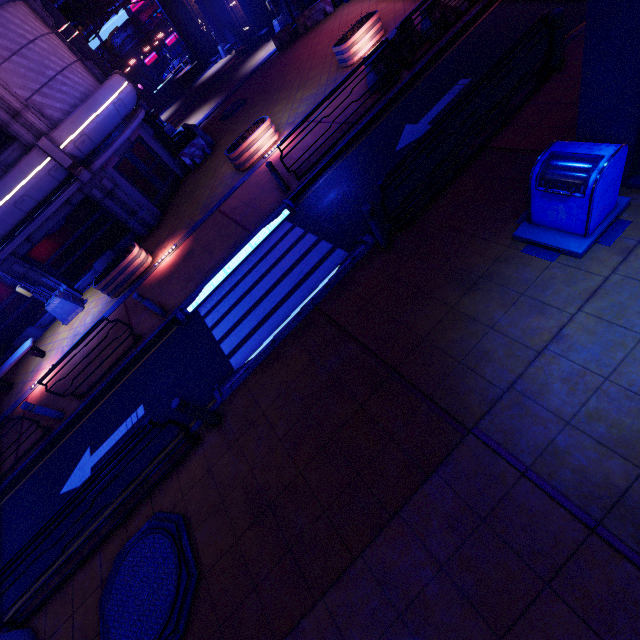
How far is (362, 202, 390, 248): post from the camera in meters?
6.0 m

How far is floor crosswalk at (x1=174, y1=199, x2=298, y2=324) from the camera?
9.62m

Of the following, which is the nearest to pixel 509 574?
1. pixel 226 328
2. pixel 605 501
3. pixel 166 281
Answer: pixel 605 501

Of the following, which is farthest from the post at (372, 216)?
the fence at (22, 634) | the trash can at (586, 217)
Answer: the fence at (22, 634)

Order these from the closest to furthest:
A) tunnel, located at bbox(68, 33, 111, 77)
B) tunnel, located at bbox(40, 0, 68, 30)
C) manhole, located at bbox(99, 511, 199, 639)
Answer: manhole, located at bbox(99, 511, 199, 639) < tunnel, located at bbox(40, 0, 68, 30) < tunnel, located at bbox(68, 33, 111, 77)

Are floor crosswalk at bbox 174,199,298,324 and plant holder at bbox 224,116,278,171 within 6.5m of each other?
yes

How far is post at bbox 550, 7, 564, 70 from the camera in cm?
637

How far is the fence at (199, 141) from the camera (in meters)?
16.75
